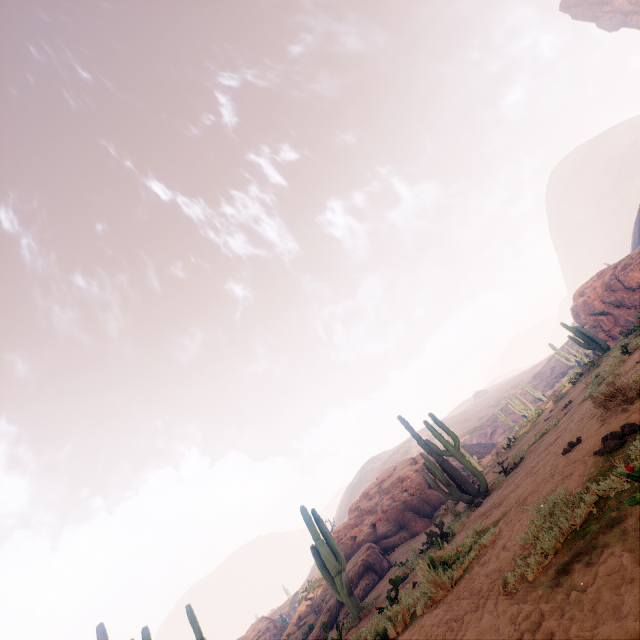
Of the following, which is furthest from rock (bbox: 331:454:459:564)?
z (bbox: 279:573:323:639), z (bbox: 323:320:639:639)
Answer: z (bbox: 279:573:323:639)

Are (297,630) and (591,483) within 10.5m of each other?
no

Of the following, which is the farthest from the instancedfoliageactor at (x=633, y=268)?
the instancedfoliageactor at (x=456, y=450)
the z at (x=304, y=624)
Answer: the z at (x=304, y=624)

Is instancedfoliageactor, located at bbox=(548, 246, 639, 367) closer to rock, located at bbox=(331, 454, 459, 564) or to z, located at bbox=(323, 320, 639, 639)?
z, located at bbox=(323, 320, 639, 639)

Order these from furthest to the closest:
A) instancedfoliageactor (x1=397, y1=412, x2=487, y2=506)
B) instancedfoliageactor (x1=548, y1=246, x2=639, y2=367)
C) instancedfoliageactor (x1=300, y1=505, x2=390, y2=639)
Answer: →
instancedfoliageactor (x1=548, y1=246, x2=639, y2=367)
instancedfoliageactor (x1=397, y1=412, x2=487, y2=506)
instancedfoliageactor (x1=300, y1=505, x2=390, y2=639)

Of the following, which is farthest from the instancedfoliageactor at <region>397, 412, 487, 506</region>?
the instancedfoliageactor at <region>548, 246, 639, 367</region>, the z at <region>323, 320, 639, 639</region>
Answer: the instancedfoliageactor at <region>548, 246, 639, 367</region>

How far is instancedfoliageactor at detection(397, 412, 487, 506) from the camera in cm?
1103

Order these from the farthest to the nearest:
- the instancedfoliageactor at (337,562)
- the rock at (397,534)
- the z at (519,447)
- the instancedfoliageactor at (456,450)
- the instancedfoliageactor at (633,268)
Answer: the instancedfoliageactor at (633,268) < the rock at (397,534) < the instancedfoliageactor at (456,450) < the instancedfoliageactor at (337,562) < the z at (519,447)
